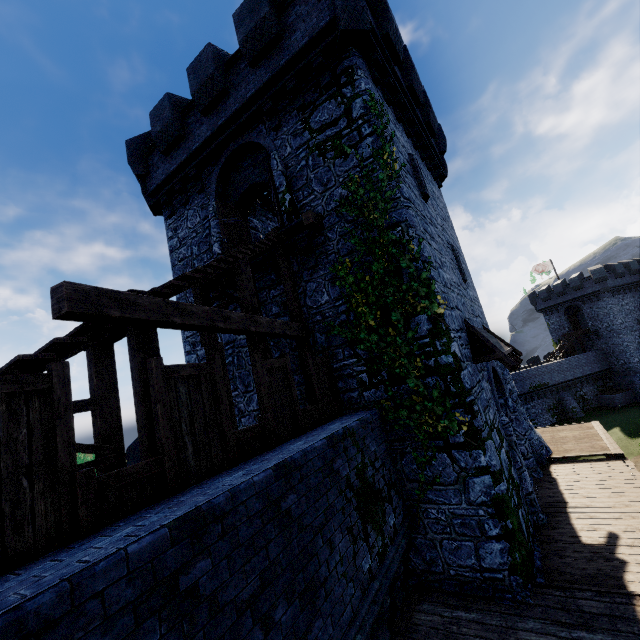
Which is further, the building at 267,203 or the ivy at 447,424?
the building at 267,203

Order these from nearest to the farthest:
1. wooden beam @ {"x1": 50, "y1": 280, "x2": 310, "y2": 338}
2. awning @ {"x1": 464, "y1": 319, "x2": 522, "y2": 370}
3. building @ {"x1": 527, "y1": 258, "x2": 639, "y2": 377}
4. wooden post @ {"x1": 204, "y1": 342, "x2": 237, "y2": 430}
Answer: wooden beam @ {"x1": 50, "y1": 280, "x2": 310, "y2": 338}
wooden post @ {"x1": 204, "y1": 342, "x2": 237, "y2": 430}
awning @ {"x1": 464, "y1": 319, "x2": 522, "y2": 370}
building @ {"x1": 527, "y1": 258, "x2": 639, "y2": 377}

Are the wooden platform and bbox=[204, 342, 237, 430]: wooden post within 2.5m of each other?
no

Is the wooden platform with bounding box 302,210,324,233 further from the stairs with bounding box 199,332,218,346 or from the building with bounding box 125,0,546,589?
the stairs with bounding box 199,332,218,346

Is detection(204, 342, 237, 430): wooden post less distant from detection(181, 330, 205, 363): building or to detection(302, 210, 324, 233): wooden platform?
detection(181, 330, 205, 363): building

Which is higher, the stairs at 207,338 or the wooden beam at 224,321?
the stairs at 207,338

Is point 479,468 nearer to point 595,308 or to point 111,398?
point 111,398

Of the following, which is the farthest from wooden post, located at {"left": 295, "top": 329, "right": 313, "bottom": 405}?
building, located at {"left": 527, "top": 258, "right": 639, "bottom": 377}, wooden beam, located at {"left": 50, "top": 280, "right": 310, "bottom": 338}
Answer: building, located at {"left": 527, "top": 258, "right": 639, "bottom": 377}
